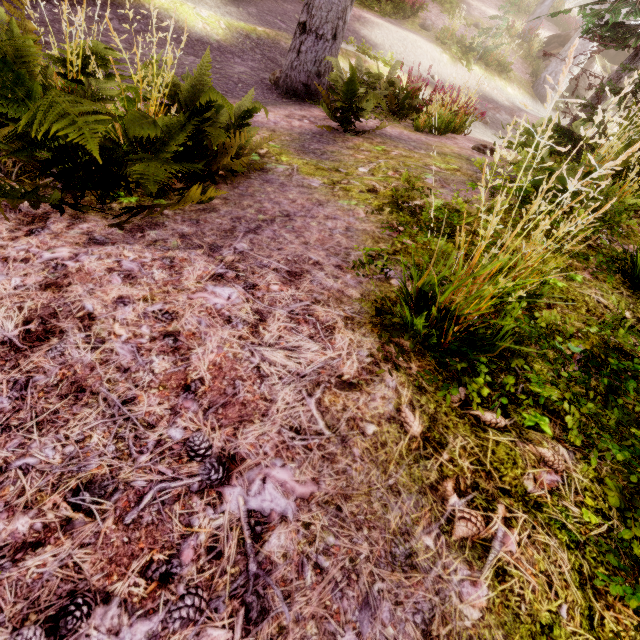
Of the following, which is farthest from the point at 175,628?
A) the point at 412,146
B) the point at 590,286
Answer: the point at 412,146

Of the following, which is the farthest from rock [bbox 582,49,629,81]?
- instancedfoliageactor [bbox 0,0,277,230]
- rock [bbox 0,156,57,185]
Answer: rock [bbox 0,156,57,185]

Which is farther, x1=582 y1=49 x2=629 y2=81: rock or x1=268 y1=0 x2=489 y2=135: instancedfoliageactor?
x1=582 y1=49 x2=629 y2=81: rock

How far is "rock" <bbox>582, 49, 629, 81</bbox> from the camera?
15.5 meters

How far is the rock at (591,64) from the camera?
15.53m

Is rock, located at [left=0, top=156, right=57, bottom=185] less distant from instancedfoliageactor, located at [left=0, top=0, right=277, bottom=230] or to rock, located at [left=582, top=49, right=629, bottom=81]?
instancedfoliageactor, located at [left=0, top=0, right=277, bottom=230]

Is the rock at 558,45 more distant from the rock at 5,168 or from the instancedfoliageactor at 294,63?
the rock at 5,168

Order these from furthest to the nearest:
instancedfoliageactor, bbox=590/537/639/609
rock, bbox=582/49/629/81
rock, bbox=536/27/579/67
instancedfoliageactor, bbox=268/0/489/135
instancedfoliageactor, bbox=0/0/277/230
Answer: rock, bbox=536/27/579/67 → rock, bbox=582/49/629/81 → instancedfoliageactor, bbox=268/0/489/135 → instancedfoliageactor, bbox=0/0/277/230 → instancedfoliageactor, bbox=590/537/639/609
